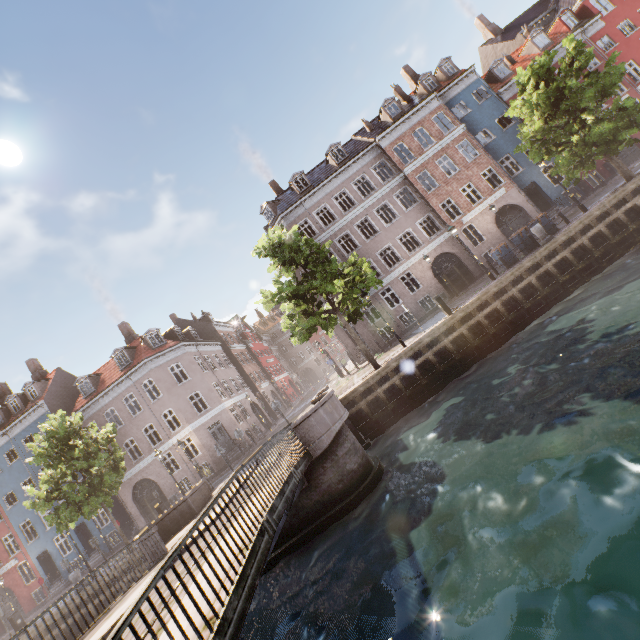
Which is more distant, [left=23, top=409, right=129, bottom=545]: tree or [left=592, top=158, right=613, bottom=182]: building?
[left=592, top=158, right=613, bottom=182]: building

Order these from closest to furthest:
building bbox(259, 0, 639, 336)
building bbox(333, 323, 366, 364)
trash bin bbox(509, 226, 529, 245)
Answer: trash bin bbox(509, 226, 529, 245) → building bbox(259, 0, 639, 336) → building bbox(333, 323, 366, 364)

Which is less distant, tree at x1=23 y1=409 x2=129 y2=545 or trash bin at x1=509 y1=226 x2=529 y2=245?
tree at x1=23 y1=409 x2=129 y2=545

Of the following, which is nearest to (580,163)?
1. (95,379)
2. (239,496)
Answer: (239,496)

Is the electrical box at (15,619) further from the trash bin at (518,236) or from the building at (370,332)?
the trash bin at (518,236)

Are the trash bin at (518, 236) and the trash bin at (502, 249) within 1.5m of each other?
yes

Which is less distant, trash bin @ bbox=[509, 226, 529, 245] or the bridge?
the bridge

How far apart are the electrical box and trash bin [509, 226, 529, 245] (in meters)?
34.05
